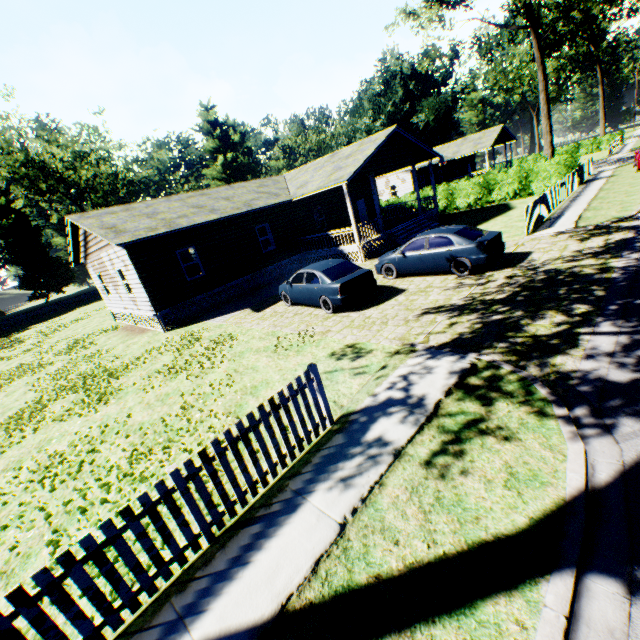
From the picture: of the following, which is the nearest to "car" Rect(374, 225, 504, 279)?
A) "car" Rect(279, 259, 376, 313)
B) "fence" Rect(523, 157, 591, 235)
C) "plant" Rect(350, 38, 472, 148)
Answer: "car" Rect(279, 259, 376, 313)

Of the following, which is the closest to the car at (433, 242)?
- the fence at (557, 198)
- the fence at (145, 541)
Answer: the fence at (557, 198)

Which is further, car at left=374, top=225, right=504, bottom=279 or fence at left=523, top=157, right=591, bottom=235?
fence at left=523, top=157, right=591, bottom=235

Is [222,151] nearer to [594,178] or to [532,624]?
[594,178]

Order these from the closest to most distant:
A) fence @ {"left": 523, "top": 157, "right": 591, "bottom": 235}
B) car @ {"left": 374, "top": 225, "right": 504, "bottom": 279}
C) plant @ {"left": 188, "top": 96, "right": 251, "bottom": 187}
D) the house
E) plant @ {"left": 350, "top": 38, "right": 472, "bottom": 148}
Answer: car @ {"left": 374, "top": 225, "right": 504, "bottom": 279} → fence @ {"left": 523, "top": 157, "right": 591, "bottom": 235} → the house → plant @ {"left": 350, "top": 38, "right": 472, "bottom": 148} → plant @ {"left": 188, "top": 96, "right": 251, "bottom": 187}

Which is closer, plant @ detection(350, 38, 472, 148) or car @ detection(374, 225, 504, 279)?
car @ detection(374, 225, 504, 279)

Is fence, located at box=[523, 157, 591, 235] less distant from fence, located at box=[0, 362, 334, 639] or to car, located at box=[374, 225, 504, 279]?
car, located at box=[374, 225, 504, 279]

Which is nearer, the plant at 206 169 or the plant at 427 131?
the plant at 427 131
